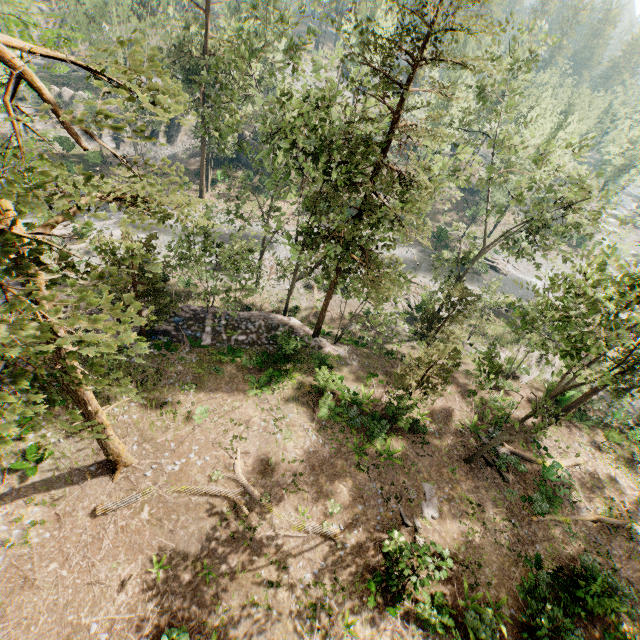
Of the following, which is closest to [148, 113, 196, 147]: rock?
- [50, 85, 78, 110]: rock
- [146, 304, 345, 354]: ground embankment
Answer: [50, 85, 78, 110]: rock

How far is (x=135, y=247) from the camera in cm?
565

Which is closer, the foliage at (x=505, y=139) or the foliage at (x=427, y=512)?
the foliage at (x=505, y=139)

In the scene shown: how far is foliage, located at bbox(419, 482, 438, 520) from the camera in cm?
1706

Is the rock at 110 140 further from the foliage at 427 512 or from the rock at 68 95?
the rock at 68 95

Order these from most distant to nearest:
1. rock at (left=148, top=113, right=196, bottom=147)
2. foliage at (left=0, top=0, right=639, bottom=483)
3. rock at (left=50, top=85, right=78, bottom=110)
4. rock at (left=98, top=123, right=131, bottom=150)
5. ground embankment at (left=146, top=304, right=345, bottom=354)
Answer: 1. rock at (left=148, top=113, right=196, bottom=147)
2. rock at (left=98, top=123, right=131, bottom=150)
3. rock at (left=50, top=85, right=78, bottom=110)
4. ground embankment at (left=146, top=304, right=345, bottom=354)
5. foliage at (left=0, top=0, right=639, bottom=483)

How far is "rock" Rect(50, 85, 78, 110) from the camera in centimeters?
4450cm

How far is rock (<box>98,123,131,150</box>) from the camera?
45.5m
